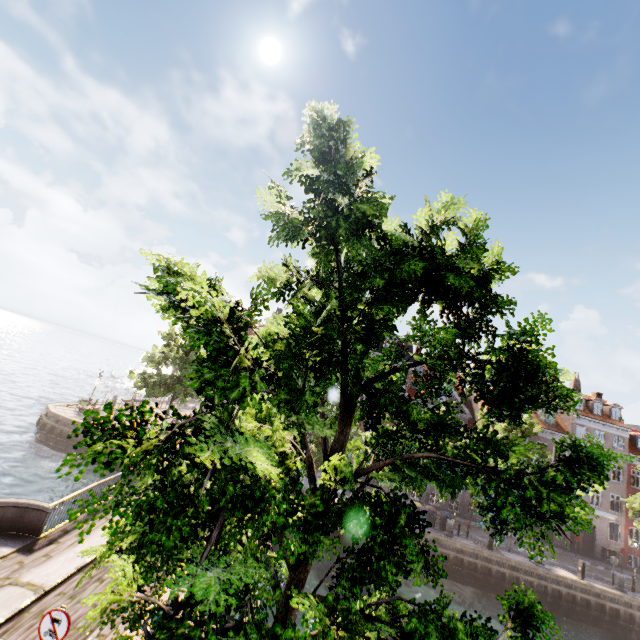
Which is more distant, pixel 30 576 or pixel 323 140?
pixel 30 576

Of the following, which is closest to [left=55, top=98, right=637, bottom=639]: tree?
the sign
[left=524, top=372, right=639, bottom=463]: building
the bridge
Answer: the bridge

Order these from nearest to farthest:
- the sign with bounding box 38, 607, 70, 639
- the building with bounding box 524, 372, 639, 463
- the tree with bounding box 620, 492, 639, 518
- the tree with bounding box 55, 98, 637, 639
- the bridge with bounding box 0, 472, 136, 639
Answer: the tree with bounding box 55, 98, 637, 639, the sign with bounding box 38, 607, 70, 639, the bridge with bounding box 0, 472, 136, 639, the tree with bounding box 620, 492, 639, 518, the building with bounding box 524, 372, 639, 463

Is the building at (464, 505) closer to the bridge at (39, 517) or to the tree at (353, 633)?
the tree at (353, 633)

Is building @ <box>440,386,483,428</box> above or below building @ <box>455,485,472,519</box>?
above

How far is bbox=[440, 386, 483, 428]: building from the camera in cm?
3503

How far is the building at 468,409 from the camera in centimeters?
3503cm

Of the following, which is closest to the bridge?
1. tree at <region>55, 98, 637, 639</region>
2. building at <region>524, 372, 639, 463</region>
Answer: tree at <region>55, 98, 637, 639</region>
